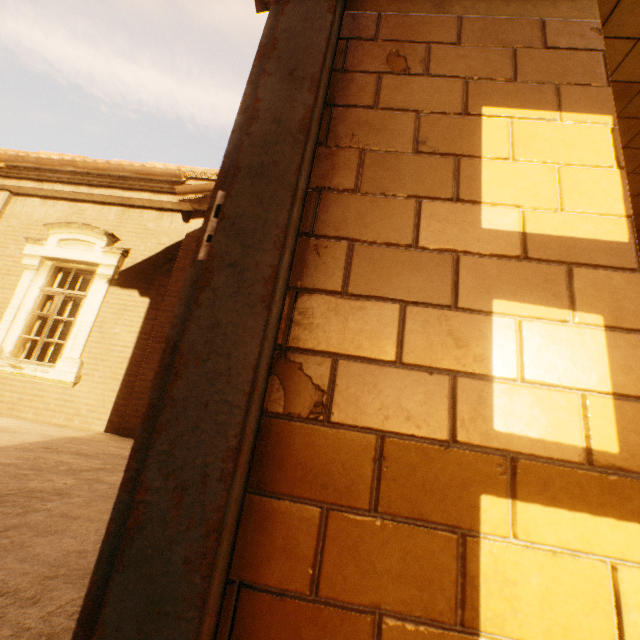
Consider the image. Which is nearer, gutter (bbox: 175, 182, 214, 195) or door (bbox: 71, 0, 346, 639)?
door (bbox: 71, 0, 346, 639)

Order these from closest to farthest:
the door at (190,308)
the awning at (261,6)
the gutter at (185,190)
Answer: the door at (190,308) → the awning at (261,6) → the gutter at (185,190)

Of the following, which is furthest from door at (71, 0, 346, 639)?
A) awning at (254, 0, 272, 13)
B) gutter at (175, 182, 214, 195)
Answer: gutter at (175, 182, 214, 195)

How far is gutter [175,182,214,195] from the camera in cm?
552

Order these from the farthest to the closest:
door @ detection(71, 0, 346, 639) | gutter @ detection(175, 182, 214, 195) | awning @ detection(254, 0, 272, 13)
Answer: gutter @ detection(175, 182, 214, 195) < awning @ detection(254, 0, 272, 13) < door @ detection(71, 0, 346, 639)

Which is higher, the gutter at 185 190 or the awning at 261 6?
the gutter at 185 190

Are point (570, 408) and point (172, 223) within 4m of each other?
no

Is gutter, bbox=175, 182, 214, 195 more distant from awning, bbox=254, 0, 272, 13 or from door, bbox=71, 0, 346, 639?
door, bbox=71, 0, 346, 639
